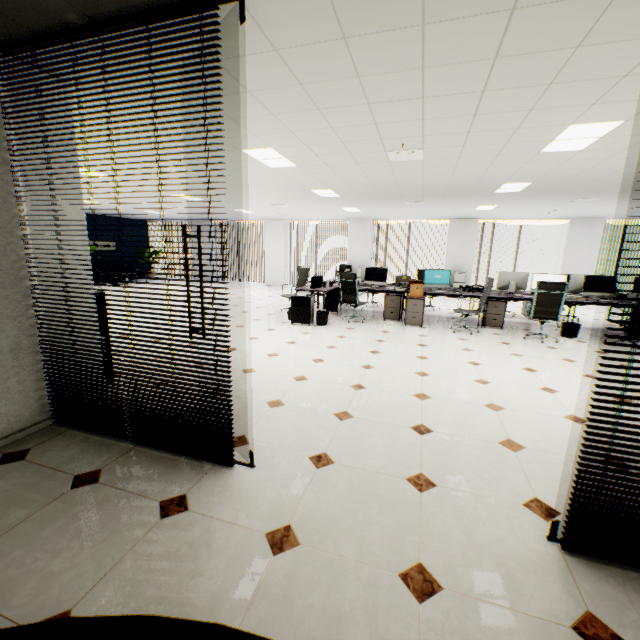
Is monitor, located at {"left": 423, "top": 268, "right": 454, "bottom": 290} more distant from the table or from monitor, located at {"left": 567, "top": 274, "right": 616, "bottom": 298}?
the table

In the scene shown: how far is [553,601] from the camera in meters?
1.5

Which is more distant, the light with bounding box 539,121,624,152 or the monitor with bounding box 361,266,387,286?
the monitor with bounding box 361,266,387,286

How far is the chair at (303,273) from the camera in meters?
8.5

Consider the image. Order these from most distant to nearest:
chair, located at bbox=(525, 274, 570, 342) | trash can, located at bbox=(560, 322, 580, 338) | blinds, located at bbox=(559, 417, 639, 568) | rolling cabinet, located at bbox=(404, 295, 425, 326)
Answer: rolling cabinet, located at bbox=(404, 295, 425, 326) < trash can, located at bbox=(560, 322, 580, 338) < chair, located at bbox=(525, 274, 570, 342) < blinds, located at bbox=(559, 417, 639, 568)

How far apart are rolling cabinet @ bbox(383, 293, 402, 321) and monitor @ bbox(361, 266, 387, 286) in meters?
0.4

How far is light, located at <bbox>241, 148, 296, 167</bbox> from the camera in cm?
459

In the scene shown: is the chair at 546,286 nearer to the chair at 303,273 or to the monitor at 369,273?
the monitor at 369,273
